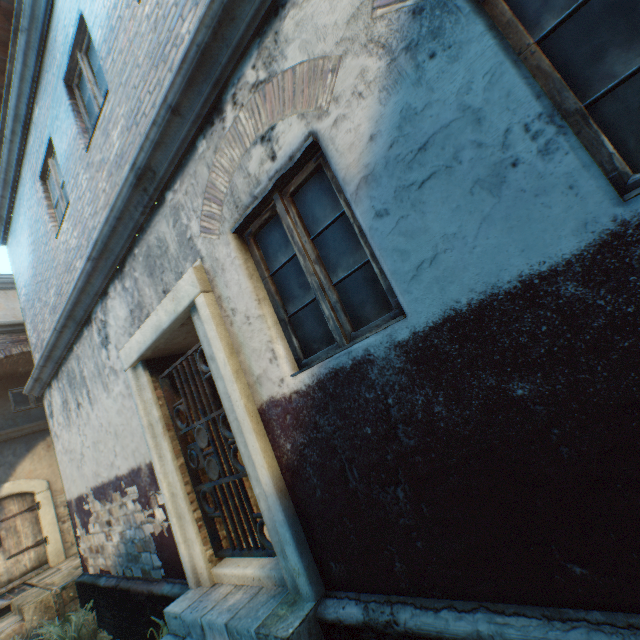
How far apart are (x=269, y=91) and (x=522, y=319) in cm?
218

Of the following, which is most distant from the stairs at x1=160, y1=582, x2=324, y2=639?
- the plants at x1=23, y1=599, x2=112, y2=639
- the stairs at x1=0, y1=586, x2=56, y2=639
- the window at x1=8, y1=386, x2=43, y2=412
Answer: the window at x1=8, y1=386, x2=43, y2=412

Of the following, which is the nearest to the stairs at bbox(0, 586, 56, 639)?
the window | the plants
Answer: the plants

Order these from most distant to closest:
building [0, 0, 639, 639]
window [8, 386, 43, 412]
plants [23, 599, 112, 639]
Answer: window [8, 386, 43, 412] < plants [23, 599, 112, 639] < building [0, 0, 639, 639]

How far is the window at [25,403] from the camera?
9.8m

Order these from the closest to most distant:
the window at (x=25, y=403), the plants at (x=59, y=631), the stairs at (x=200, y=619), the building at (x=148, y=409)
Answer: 1. the building at (x=148, y=409)
2. the stairs at (x=200, y=619)
3. the plants at (x=59, y=631)
4. the window at (x=25, y=403)

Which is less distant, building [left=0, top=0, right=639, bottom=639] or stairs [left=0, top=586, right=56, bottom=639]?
building [left=0, top=0, right=639, bottom=639]

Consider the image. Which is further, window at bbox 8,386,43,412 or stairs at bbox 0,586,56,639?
window at bbox 8,386,43,412
